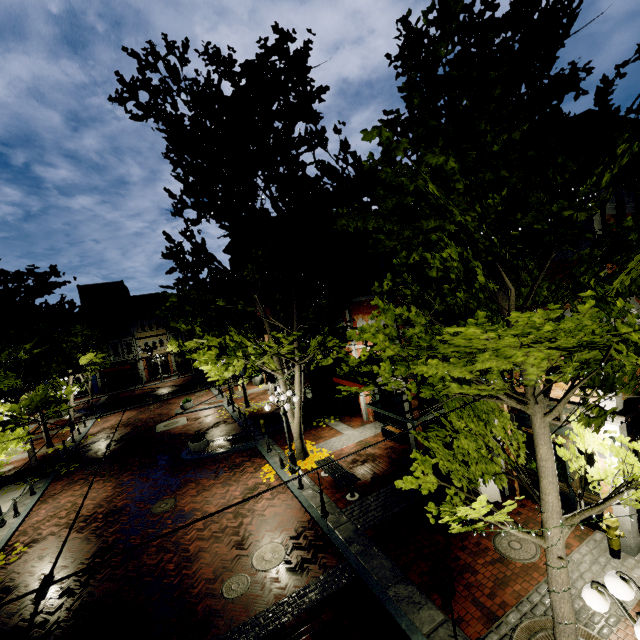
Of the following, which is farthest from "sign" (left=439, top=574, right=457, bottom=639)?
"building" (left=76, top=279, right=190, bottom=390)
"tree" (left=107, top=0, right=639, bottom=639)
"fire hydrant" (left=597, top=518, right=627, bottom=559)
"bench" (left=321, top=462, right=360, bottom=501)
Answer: "building" (left=76, top=279, right=190, bottom=390)

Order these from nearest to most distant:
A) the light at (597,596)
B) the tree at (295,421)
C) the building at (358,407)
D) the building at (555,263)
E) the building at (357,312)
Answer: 1. the light at (597,596)
2. the building at (555,263)
3. the building at (357,312)
4. the tree at (295,421)
5. the building at (358,407)

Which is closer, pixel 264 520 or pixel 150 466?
pixel 264 520

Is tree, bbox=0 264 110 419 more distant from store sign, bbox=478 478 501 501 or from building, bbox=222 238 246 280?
store sign, bbox=478 478 501 501

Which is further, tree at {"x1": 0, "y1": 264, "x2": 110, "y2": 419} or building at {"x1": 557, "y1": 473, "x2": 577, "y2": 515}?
tree at {"x1": 0, "y1": 264, "x2": 110, "y2": 419}

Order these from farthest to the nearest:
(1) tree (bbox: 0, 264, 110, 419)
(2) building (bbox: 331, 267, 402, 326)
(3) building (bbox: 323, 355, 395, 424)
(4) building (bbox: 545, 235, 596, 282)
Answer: (3) building (bbox: 323, 355, 395, 424) → (2) building (bbox: 331, 267, 402, 326) → (1) tree (bbox: 0, 264, 110, 419) → (4) building (bbox: 545, 235, 596, 282)

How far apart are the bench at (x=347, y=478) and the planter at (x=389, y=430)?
3.2m

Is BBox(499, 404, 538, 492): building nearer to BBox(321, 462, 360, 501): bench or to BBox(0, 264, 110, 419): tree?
BBox(0, 264, 110, 419): tree
